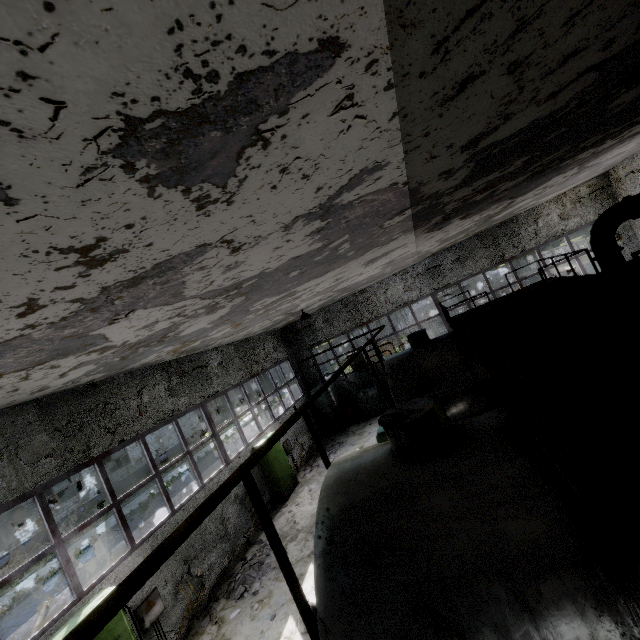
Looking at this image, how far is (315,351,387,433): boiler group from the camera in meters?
18.0

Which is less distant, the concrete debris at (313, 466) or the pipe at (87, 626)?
the pipe at (87, 626)

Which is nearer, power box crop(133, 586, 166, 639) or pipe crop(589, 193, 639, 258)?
power box crop(133, 586, 166, 639)

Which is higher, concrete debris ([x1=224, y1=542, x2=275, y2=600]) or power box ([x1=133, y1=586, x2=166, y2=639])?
power box ([x1=133, y1=586, x2=166, y2=639])

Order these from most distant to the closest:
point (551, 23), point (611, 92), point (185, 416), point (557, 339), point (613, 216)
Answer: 1. point (185, 416)
2. point (613, 216)
3. point (557, 339)
4. point (611, 92)
5. point (551, 23)

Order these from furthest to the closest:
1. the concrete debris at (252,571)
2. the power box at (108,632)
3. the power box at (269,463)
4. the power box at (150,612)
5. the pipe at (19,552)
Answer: the pipe at (19,552) → the power box at (269,463) → the concrete debris at (252,571) → the power box at (150,612) → the power box at (108,632)

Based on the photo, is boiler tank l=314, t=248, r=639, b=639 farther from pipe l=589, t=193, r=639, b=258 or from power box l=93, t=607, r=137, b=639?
pipe l=589, t=193, r=639, b=258

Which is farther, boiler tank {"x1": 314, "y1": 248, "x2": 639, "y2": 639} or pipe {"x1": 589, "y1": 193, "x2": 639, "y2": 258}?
pipe {"x1": 589, "y1": 193, "x2": 639, "y2": 258}
